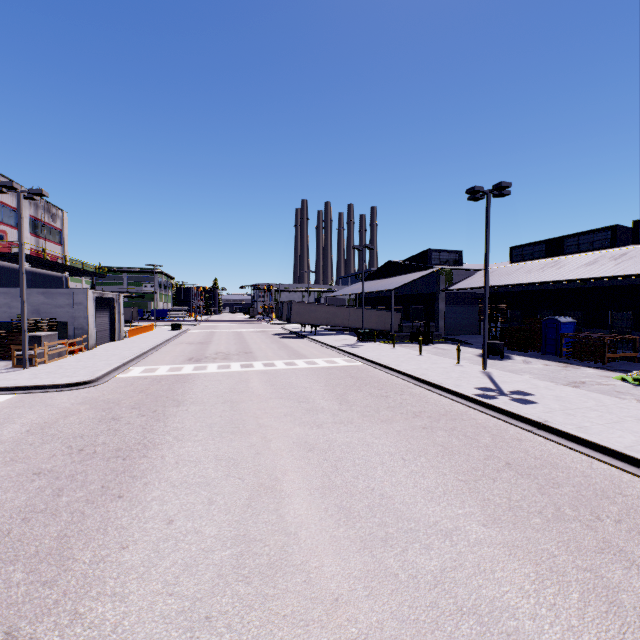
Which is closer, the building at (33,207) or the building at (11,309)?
the building at (11,309)

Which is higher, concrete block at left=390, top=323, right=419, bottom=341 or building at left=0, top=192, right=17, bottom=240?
building at left=0, top=192, right=17, bottom=240

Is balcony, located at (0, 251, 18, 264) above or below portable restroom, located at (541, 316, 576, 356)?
above

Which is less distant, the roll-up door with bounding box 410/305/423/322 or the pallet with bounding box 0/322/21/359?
the pallet with bounding box 0/322/21/359

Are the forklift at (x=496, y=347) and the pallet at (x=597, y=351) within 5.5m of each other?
yes

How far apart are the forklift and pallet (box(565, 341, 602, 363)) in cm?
393

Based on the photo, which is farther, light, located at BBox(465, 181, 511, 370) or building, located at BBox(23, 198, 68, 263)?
building, located at BBox(23, 198, 68, 263)

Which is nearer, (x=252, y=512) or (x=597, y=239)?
(x=252, y=512)
